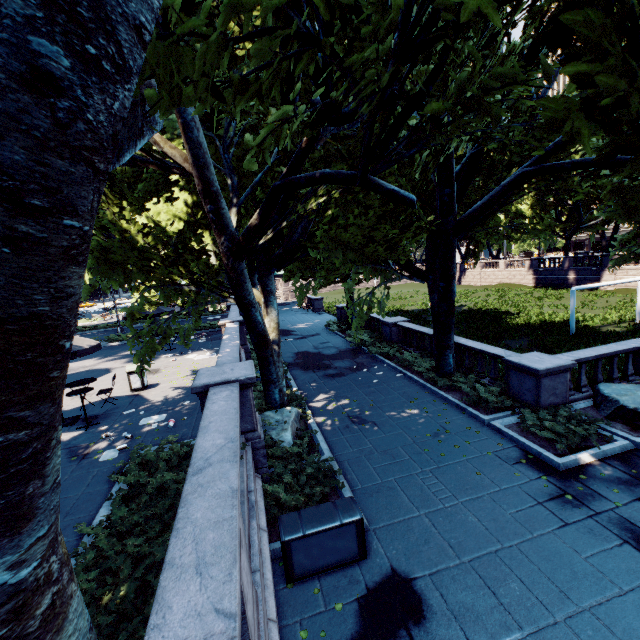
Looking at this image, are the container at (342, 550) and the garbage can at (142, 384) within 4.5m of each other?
no

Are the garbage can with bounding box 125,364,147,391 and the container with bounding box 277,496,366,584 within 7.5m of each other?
no

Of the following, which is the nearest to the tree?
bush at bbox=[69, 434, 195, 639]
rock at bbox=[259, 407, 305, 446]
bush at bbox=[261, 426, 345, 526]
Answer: rock at bbox=[259, 407, 305, 446]

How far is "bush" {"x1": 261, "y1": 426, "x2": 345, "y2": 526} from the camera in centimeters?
707cm

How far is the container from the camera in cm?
569

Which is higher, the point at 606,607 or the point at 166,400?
the point at 166,400

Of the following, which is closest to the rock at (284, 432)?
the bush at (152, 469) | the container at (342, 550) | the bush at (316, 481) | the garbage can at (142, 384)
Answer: the bush at (316, 481)

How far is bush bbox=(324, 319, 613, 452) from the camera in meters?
8.6
